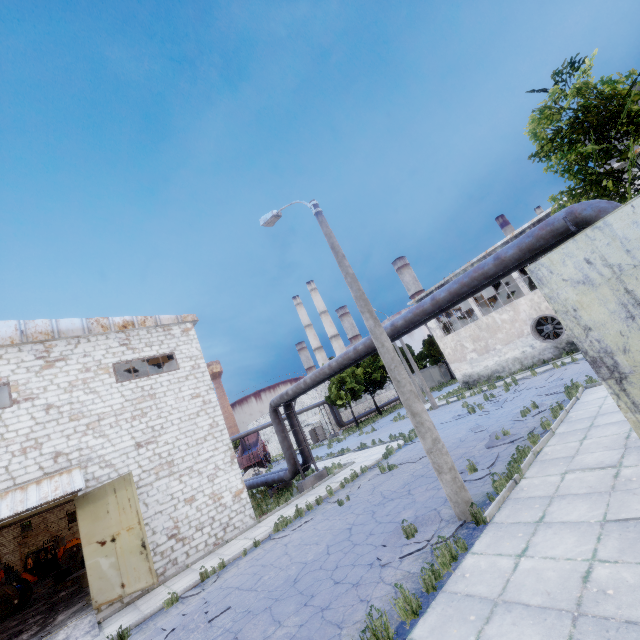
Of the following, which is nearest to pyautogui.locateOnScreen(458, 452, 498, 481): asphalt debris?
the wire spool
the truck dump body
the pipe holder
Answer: the pipe holder

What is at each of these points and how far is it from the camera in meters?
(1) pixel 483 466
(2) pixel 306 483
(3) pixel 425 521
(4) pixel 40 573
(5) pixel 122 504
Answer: (1) asphalt debris, 9.6
(2) pipe holder, 17.4
(3) asphalt debris, 7.7
(4) forklift, 26.9
(5) door, 11.9

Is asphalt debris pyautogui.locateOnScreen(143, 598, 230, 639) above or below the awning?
below

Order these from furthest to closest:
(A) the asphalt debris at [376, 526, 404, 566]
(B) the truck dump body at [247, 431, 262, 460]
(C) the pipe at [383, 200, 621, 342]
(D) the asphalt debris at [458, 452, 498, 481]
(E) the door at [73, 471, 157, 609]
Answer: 1. (B) the truck dump body at [247, 431, 262, 460]
2. (E) the door at [73, 471, 157, 609]
3. (D) the asphalt debris at [458, 452, 498, 481]
4. (C) the pipe at [383, 200, 621, 342]
5. (A) the asphalt debris at [376, 526, 404, 566]

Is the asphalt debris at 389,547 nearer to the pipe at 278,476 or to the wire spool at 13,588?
the pipe at 278,476

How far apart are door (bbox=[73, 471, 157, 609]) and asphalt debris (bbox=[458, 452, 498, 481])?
10.55m

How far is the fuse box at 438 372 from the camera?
52.8 meters

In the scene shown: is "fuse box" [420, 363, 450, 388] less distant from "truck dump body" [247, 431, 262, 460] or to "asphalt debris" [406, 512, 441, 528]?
"truck dump body" [247, 431, 262, 460]
